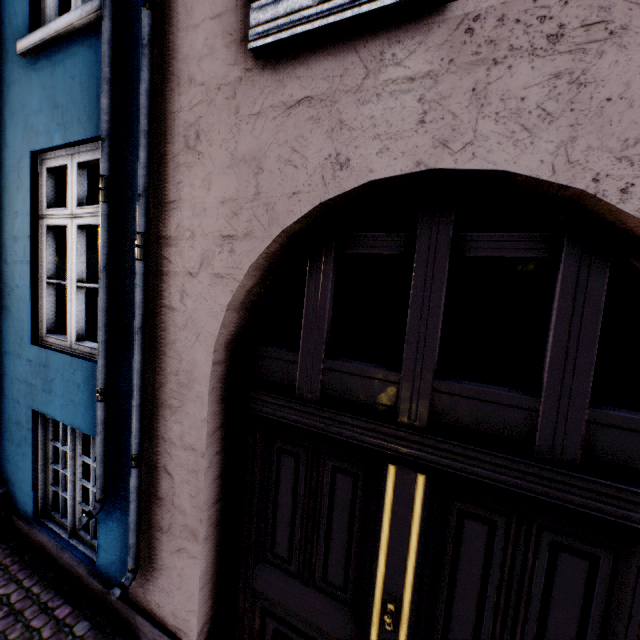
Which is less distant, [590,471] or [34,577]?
[590,471]
